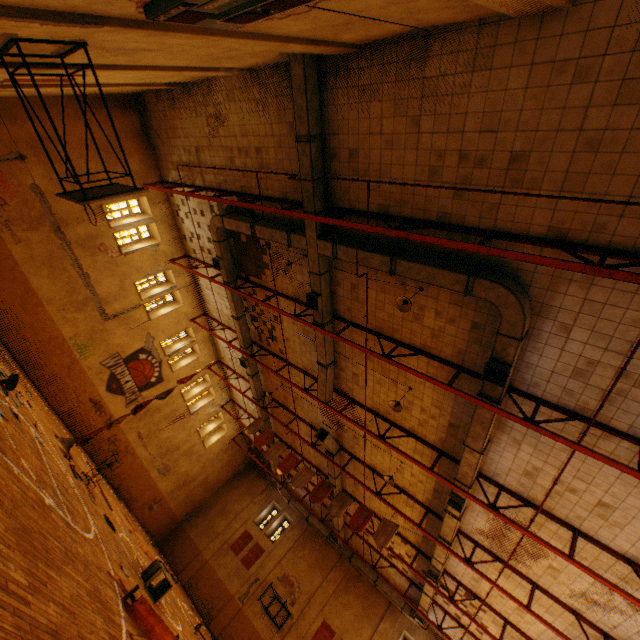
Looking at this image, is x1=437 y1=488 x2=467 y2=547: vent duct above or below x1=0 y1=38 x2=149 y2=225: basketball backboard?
above

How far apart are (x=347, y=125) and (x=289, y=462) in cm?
1455

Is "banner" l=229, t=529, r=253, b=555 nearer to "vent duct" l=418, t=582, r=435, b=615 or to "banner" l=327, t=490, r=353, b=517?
"vent duct" l=418, t=582, r=435, b=615

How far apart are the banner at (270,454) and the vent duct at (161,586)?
6.0 meters

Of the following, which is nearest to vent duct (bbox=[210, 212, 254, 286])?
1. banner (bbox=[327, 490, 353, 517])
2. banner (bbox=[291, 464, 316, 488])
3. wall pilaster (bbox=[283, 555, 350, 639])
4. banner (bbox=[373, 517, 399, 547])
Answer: wall pilaster (bbox=[283, 555, 350, 639])

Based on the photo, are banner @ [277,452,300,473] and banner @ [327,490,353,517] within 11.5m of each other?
yes

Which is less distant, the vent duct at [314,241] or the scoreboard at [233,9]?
the scoreboard at [233,9]

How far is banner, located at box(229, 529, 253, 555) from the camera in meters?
23.5 m
